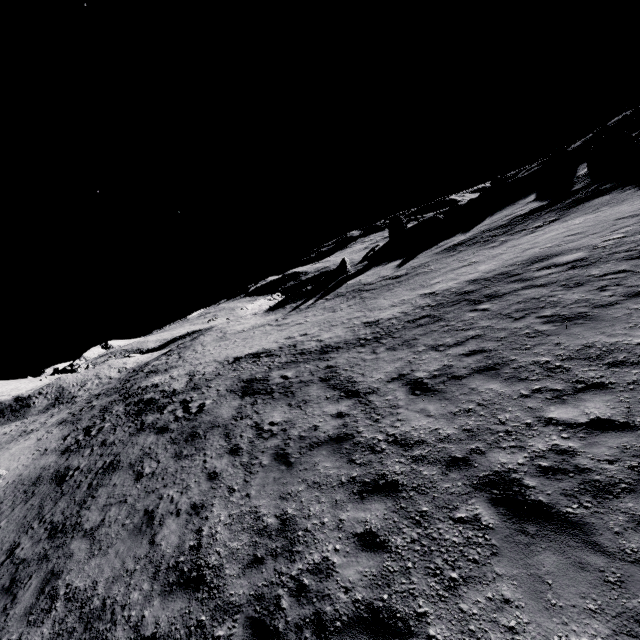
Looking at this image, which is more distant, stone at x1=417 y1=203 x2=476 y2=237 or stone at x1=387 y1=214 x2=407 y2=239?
stone at x1=387 y1=214 x2=407 y2=239

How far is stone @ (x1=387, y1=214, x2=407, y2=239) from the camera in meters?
51.3

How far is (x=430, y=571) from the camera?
4.30m

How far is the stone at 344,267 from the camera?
43.8 meters

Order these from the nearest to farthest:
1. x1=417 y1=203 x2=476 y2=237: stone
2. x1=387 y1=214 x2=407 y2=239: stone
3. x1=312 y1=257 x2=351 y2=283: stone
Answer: x1=417 y1=203 x2=476 y2=237: stone, x1=312 y1=257 x2=351 y2=283: stone, x1=387 y1=214 x2=407 y2=239: stone

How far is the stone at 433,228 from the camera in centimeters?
4209cm

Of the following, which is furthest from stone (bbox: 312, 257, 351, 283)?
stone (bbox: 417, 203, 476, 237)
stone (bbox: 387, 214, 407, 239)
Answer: stone (bbox: 417, 203, 476, 237)
